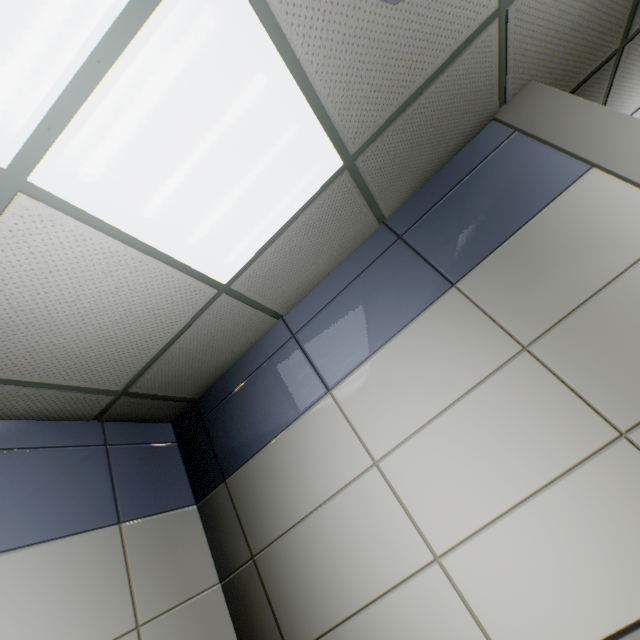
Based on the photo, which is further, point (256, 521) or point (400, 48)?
point (256, 521)
